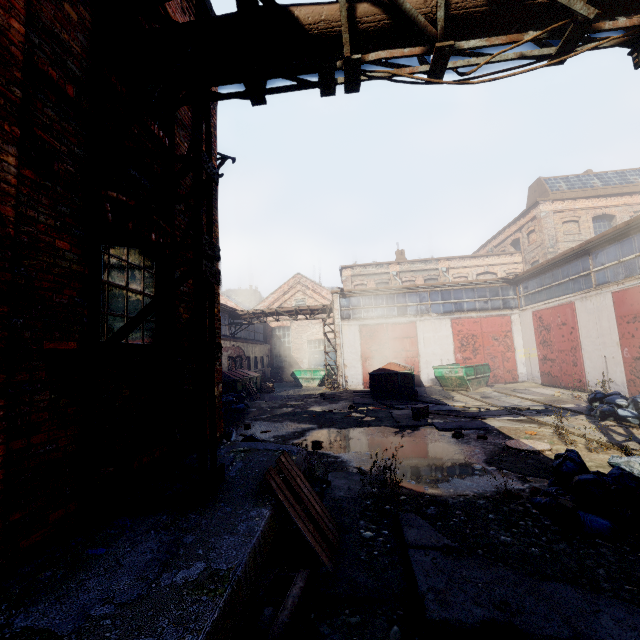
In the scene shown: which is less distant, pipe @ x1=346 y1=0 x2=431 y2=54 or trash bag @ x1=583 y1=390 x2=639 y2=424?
pipe @ x1=346 y1=0 x2=431 y2=54

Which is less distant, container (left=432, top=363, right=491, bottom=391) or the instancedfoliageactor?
the instancedfoliageactor

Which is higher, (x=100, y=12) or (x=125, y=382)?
(x=100, y=12)

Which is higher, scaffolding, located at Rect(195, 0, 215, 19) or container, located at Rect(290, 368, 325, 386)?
scaffolding, located at Rect(195, 0, 215, 19)

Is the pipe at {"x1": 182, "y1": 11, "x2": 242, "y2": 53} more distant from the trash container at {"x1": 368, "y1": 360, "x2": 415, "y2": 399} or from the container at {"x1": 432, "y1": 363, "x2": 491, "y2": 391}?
the container at {"x1": 432, "y1": 363, "x2": 491, "y2": 391}

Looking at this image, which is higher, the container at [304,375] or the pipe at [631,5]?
the pipe at [631,5]

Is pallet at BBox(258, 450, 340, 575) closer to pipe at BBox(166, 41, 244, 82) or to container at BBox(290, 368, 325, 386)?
pipe at BBox(166, 41, 244, 82)

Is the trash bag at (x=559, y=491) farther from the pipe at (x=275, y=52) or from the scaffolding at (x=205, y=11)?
the pipe at (x=275, y=52)
